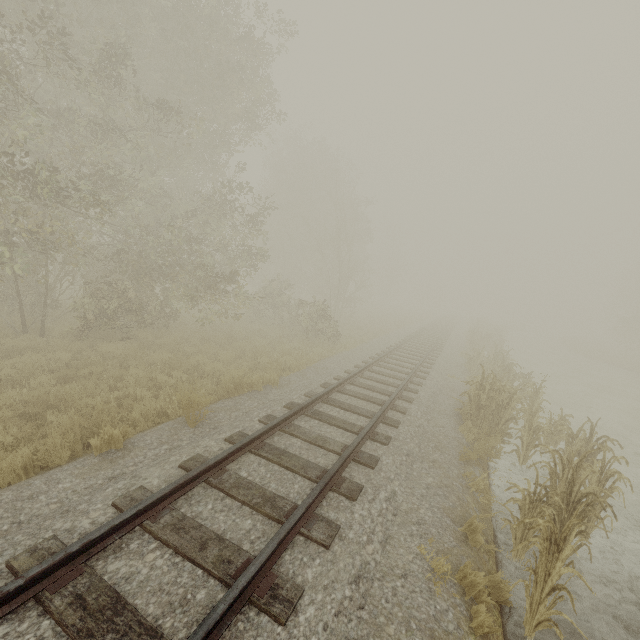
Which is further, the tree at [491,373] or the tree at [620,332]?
the tree at [620,332]

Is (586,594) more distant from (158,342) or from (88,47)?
(88,47)

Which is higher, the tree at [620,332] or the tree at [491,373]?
the tree at [620,332]

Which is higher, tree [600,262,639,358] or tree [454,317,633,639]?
tree [600,262,639,358]

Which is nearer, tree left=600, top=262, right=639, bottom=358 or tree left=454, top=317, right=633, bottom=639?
tree left=454, top=317, right=633, bottom=639
